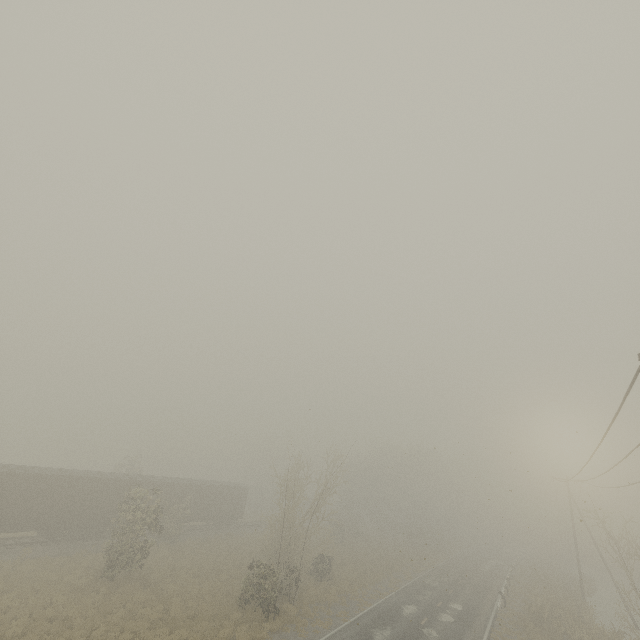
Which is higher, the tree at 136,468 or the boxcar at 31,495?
the tree at 136,468

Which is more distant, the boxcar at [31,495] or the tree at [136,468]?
the tree at [136,468]

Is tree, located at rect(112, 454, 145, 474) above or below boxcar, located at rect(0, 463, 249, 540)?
above

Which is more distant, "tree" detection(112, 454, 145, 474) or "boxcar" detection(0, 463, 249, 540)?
"tree" detection(112, 454, 145, 474)

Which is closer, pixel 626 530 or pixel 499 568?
pixel 626 530

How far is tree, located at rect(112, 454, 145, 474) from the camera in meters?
40.5 m
